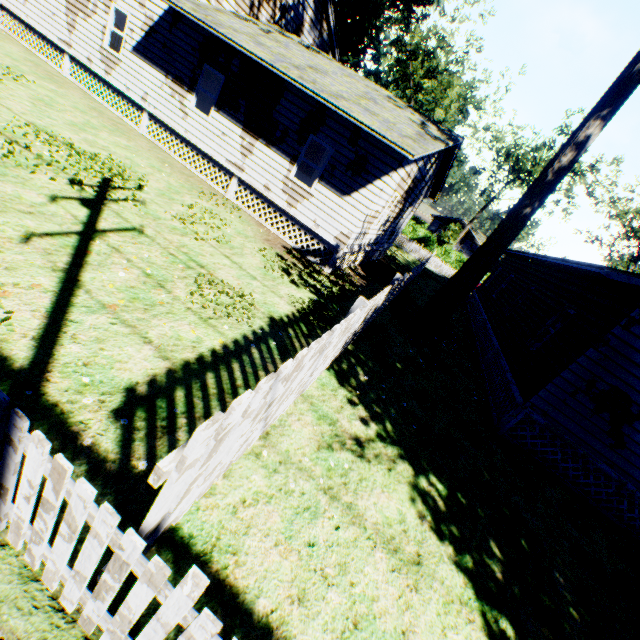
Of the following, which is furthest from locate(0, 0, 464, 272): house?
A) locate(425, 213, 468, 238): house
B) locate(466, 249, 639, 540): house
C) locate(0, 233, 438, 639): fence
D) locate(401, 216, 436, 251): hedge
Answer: locate(425, 213, 468, 238): house

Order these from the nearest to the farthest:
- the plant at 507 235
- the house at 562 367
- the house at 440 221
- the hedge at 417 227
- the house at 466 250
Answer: the house at 562 367 < the plant at 507 235 < the hedge at 417 227 < the house at 466 250 < the house at 440 221

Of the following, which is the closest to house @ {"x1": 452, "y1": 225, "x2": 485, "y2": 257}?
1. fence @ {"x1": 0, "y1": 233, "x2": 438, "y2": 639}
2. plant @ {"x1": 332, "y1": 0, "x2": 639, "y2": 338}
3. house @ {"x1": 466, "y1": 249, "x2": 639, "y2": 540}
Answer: plant @ {"x1": 332, "y1": 0, "x2": 639, "y2": 338}

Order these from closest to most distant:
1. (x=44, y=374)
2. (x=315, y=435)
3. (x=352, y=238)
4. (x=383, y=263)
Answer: (x=44, y=374), (x=315, y=435), (x=352, y=238), (x=383, y=263)

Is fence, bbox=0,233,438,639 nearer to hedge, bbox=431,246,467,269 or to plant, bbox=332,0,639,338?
plant, bbox=332,0,639,338

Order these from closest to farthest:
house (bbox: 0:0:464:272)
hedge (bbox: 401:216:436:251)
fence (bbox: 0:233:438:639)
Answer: fence (bbox: 0:233:438:639) → house (bbox: 0:0:464:272) → hedge (bbox: 401:216:436:251)

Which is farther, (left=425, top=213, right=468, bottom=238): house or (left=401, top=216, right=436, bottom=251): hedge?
(left=425, top=213, right=468, bottom=238): house

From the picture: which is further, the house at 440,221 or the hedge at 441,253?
the house at 440,221
